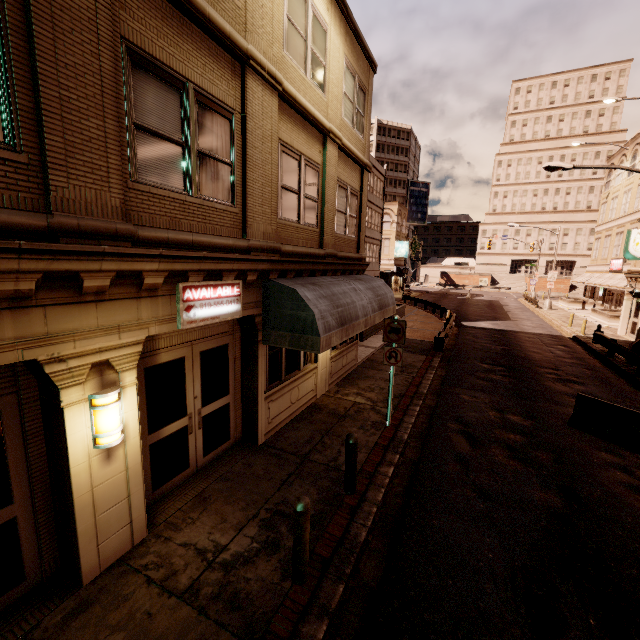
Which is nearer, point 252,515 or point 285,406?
point 252,515

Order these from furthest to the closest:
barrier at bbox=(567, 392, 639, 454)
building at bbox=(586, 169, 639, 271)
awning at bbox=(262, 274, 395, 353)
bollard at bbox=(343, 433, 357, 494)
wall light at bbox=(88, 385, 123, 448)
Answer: building at bbox=(586, 169, 639, 271), barrier at bbox=(567, 392, 639, 454), awning at bbox=(262, 274, 395, 353), bollard at bbox=(343, 433, 357, 494), wall light at bbox=(88, 385, 123, 448)

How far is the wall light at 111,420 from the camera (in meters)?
4.14

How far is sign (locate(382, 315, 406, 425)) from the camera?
8.4 meters

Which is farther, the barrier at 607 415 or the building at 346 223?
the barrier at 607 415

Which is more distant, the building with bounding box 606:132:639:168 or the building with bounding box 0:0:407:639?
the building with bounding box 606:132:639:168

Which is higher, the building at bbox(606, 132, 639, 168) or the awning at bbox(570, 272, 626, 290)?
the building at bbox(606, 132, 639, 168)

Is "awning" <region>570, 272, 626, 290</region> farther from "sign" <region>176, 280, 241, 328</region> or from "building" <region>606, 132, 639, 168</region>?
"sign" <region>176, 280, 241, 328</region>
